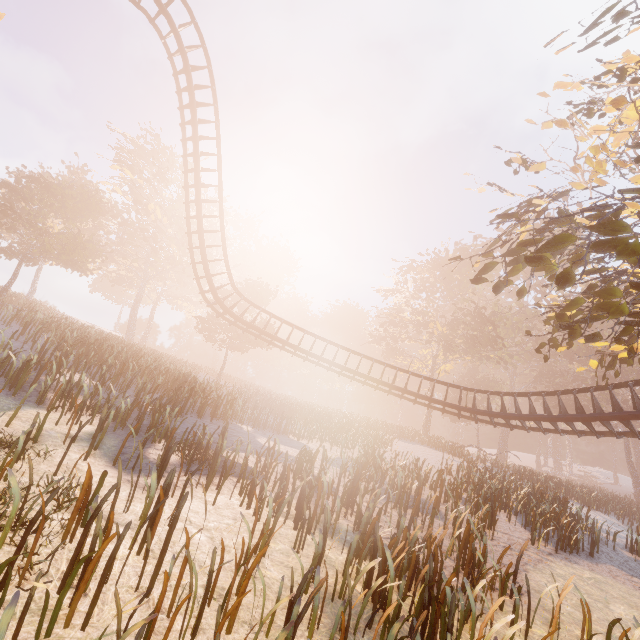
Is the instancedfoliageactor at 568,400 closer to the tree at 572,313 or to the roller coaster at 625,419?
the tree at 572,313

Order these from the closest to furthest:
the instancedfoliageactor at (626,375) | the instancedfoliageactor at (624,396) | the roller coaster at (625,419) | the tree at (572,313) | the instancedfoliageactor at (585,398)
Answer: the tree at (572,313) → the roller coaster at (625,419) → the instancedfoliageactor at (624,396) → the instancedfoliageactor at (626,375) → the instancedfoliageactor at (585,398)

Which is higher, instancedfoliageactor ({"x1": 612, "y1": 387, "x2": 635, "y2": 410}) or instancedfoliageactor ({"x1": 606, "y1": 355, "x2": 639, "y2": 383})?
instancedfoliageactor ({"x1": 606, "y1": 355, "x2": 639, "y2": 383})

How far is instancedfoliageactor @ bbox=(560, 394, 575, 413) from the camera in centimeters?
4013cm

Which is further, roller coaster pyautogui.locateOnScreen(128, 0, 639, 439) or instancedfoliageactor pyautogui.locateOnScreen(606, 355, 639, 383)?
instancedfoliageactor pyautogui.locateOnScreen(606, 355, 639, 383)

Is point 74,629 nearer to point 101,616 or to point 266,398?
point 101,616
